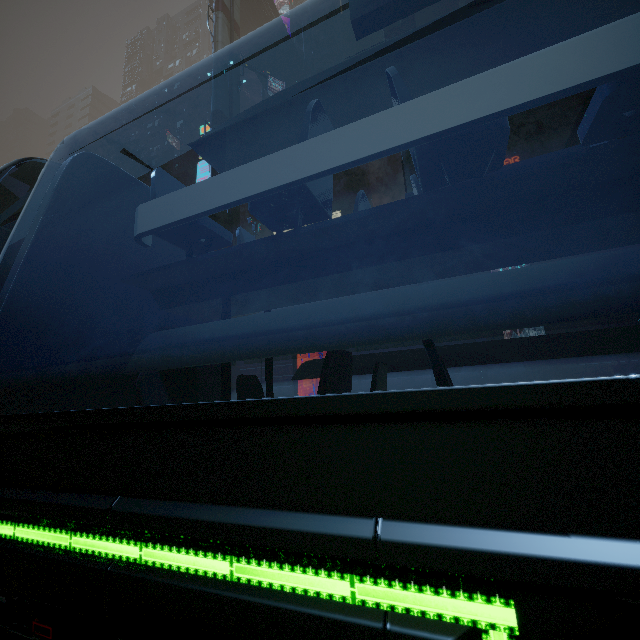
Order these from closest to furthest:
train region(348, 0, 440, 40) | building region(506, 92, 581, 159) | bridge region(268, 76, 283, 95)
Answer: train region(348, 0, 440, 40) < building region(506, 92, 581, 159) < bridge region(268, 76, 283, 95)

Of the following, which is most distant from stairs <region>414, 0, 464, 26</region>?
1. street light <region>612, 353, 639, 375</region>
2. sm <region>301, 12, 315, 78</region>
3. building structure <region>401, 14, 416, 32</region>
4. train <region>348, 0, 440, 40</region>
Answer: train <region>348, 0, 440, 40</region>

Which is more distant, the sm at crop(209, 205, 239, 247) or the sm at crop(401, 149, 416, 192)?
the sm at crop(209, 205, 239, 247)

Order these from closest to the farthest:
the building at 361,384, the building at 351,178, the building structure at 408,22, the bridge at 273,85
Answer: the building structure at 408,22
the building at 361,384
the bridge at 273,85
the building at 351,178

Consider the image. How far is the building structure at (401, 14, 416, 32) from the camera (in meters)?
16.39

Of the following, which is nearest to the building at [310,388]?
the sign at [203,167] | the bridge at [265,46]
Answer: the sign at [203,167]

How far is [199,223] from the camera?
2.5 meters

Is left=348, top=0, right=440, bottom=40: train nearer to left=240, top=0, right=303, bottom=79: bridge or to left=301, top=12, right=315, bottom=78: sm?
left=301, top=12, right=315, bottom=78: sm
